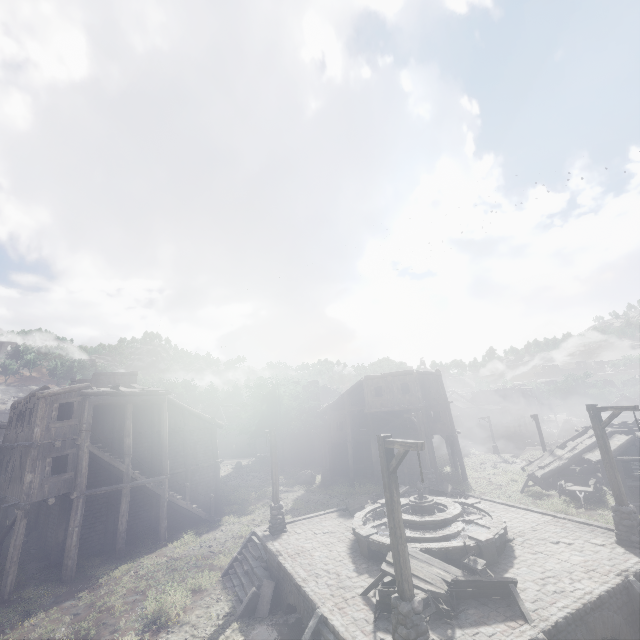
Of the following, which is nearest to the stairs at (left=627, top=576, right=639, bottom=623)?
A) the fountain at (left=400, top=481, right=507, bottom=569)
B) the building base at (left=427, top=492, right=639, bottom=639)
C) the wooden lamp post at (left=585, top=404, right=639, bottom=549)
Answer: → the building base at (left=427, top=492, right=639, bottom=639)

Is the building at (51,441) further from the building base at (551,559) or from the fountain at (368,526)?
the fountain at (368,526)

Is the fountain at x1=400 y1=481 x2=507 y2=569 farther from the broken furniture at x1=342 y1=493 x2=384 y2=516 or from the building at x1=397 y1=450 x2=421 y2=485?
the building at x1=397 y1=450 x2=421 y2=485

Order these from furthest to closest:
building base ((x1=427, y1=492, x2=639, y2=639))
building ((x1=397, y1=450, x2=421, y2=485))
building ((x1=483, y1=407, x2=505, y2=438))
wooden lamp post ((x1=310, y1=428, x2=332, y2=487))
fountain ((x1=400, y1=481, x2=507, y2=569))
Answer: building ((x1=483, y1=407, x2=505, y2=438))
wooden lamp post ((x1=310, y1=428, x2=332, y2=487))
building ((x1=397, y1=450, x2=421, y2=485))
fountain ((x1=400, y1=481, x2=507, y2=569))
building base ((x1=427, y1=492, x2=639, y2=639))

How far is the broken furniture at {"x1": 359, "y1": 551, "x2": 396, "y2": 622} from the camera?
8.9m

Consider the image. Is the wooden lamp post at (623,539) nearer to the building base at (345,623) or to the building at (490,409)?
the building base at (345,623)

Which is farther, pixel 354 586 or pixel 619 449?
pixel 619 449

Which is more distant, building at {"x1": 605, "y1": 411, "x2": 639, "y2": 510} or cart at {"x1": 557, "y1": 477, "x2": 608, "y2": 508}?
cart at {"x1": 557, "y1": 477, "x2": 608, "y2": 508}
